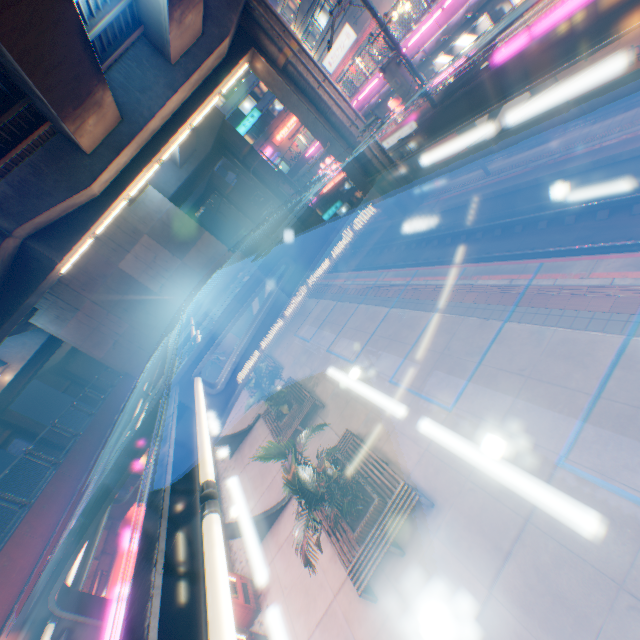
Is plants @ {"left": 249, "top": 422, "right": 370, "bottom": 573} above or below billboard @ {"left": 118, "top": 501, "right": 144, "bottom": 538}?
below

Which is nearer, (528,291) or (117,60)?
(528,291)

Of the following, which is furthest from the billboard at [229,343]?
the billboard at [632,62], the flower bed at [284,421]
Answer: the billboard at [632,62]

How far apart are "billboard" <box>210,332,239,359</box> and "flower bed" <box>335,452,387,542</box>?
18.3m

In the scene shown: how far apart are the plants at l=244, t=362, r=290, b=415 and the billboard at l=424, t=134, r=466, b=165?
14.44m

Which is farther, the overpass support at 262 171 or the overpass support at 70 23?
the overpass support at 262 171

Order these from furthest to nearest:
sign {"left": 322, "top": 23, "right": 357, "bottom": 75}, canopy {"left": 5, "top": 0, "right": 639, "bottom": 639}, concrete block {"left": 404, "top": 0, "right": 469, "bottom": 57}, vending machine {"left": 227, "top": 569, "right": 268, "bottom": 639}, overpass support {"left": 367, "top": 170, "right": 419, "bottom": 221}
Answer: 1. sign {"left": 322, "top": 23, "right": 357, "bottom": 75}
2. overpass support {"left": 367, "top": 170, "right": 419, "bottom": 221}
3. concrete block {"left": 404, "top": 0, "right": 469, "bottom": 57}
4. vending machine {"left": 227, "top": 569, "right": 268, "bottom": 639}
5. canopy {"left": 5, "top": 0, "right": 639, "bottom": 639}

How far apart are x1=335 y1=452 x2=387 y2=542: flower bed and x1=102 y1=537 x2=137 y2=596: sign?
5.2 meters
